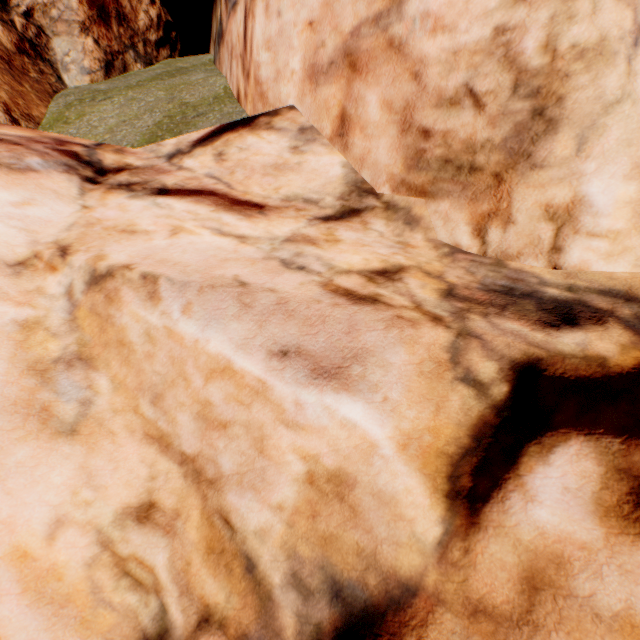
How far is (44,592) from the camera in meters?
2.3
